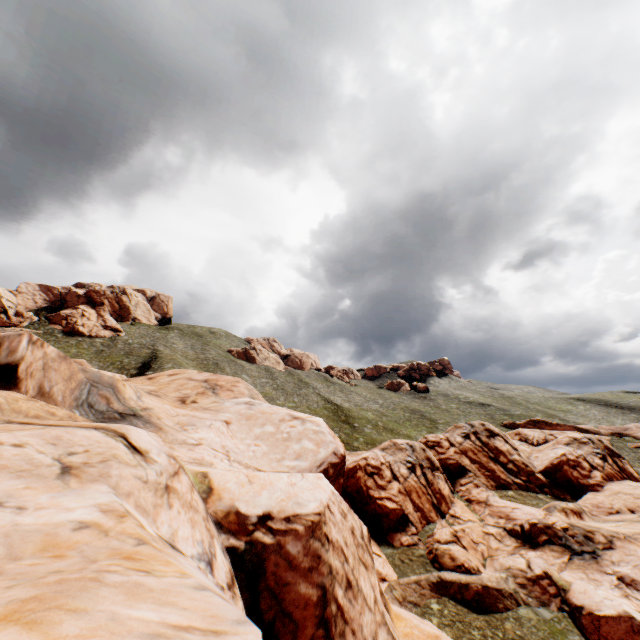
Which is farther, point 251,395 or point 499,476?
point 499,476
